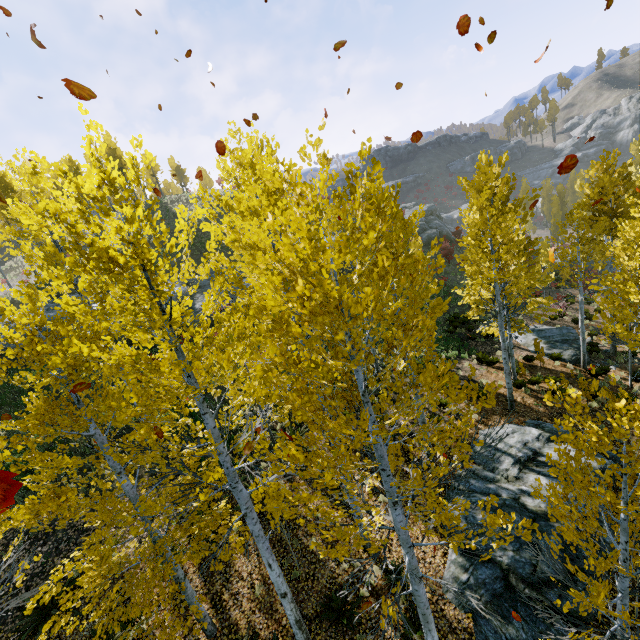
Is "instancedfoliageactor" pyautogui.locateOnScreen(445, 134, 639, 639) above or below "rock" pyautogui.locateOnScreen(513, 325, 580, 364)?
above

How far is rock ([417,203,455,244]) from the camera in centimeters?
3706cm

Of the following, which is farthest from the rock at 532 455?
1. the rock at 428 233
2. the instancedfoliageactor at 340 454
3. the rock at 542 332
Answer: the rock at 428 233

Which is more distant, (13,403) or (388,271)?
(13,403)

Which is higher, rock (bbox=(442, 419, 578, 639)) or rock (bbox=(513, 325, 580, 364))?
rock (bbox=(442, 419, 578, 639))

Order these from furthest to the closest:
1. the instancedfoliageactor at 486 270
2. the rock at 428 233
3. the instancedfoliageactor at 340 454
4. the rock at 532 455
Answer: the rock at 428 233 → the rock at 532 455 → the instancedfoliageactor at 486 270 → the instancedfoliageactor at 340 454

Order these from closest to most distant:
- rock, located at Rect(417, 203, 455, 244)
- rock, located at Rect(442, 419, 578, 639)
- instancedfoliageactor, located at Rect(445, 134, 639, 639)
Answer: instancedfoliageactor, located at Rect(445, 134, 639, 639) → rock, located at Rect(442, 419, 578, 639) → rock, located at Rect(417, 203, 455, 244)

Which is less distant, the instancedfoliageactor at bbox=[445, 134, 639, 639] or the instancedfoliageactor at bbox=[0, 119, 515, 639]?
the instancedfoliageactor at bbox=[0, 119, 515, 639]
